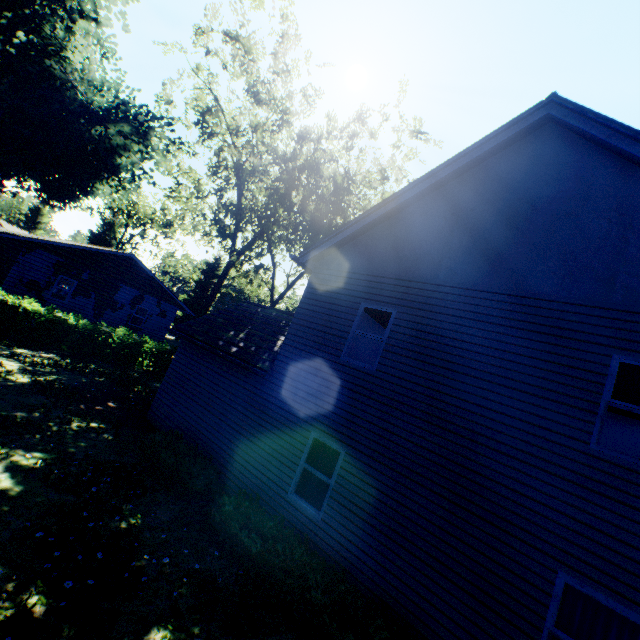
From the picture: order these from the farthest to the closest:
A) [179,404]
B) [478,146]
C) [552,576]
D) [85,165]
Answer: [85,165], [179,404], [478,146], [552,576]

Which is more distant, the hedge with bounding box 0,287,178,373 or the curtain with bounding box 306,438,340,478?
the hedge with bounding box 0,287,178,373

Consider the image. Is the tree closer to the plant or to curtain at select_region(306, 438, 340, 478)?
the plant

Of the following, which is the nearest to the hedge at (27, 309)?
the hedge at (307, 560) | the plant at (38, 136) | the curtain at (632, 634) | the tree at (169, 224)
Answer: the plant at (38, 136)

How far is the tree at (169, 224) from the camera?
43.9m

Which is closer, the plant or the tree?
the plant

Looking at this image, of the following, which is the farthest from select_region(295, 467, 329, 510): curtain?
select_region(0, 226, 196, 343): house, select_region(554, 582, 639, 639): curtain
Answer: select_region(0, 226, 196, 343): house

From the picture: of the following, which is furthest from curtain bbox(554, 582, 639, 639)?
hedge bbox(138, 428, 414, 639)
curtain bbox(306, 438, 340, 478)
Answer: hedge bbox(138, 428, 414, 639)
